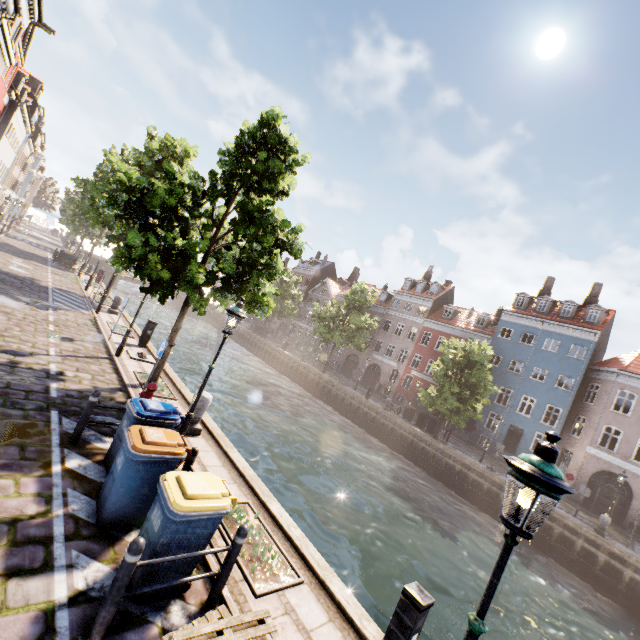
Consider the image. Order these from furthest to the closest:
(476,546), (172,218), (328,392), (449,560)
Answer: (328,392)
(476,546)
(449,560)
(172,218)

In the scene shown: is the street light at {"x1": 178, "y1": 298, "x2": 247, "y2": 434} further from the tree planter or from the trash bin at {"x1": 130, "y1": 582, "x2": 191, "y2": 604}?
the trash bin at {"x1": 130, "y1": 582, "x2": 191, "y2": 604}

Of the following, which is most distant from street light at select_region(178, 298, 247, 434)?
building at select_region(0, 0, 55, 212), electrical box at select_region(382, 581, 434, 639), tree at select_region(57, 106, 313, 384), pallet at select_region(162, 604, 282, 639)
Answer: building at select_region(0, 0, 55, 212)

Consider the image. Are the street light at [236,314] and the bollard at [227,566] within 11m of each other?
yes

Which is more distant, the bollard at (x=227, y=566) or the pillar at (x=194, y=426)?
the pillar at (x=194, y=426)

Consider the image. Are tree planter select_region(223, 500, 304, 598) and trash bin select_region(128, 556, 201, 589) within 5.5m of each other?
yes

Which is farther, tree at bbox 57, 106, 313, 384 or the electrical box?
tree at bbox 57, 106, 313, 384

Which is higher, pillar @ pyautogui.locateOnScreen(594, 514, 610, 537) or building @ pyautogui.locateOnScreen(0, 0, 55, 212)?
building @ pyautogui.locateOnScreen(0, 0, 55, 212)
